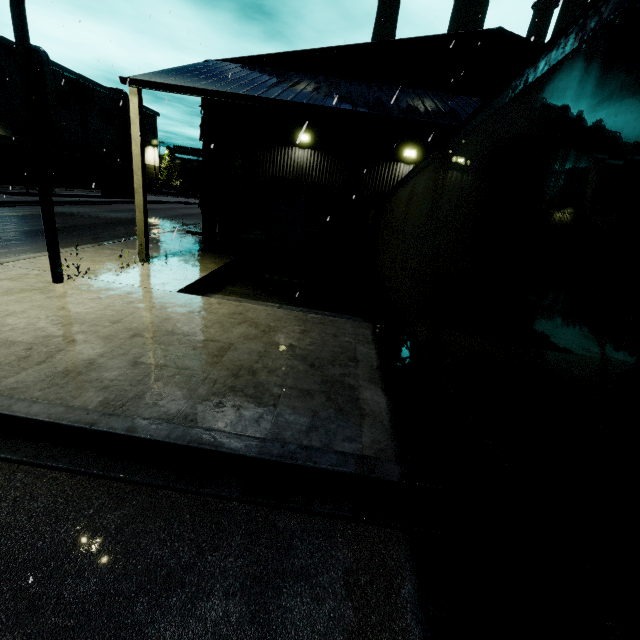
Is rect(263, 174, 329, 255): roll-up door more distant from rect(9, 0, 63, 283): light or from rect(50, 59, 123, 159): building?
rect(9, 0, 63, 283): light

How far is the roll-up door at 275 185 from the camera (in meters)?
15.85

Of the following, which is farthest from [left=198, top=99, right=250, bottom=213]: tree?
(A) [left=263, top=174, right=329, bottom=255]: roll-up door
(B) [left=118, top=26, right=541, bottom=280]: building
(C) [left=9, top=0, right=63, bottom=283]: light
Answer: (C) [left=9, top=0, right=63, bottom=283]: light

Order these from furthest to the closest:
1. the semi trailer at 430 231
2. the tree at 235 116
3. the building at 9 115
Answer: the building at 9 115
the tree at 235 116
the semi trailer at 430 231

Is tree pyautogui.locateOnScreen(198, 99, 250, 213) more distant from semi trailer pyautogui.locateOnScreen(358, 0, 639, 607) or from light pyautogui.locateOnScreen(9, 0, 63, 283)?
light pyautogui.locateOnScreen(9, 0, 63, 283)

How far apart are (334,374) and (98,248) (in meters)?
11.52

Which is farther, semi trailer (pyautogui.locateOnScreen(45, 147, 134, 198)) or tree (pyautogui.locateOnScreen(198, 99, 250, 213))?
semi trailer (pyautogui.locateOnScreen(45, 147, 134, 198))

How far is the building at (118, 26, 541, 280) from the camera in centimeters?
968cm
